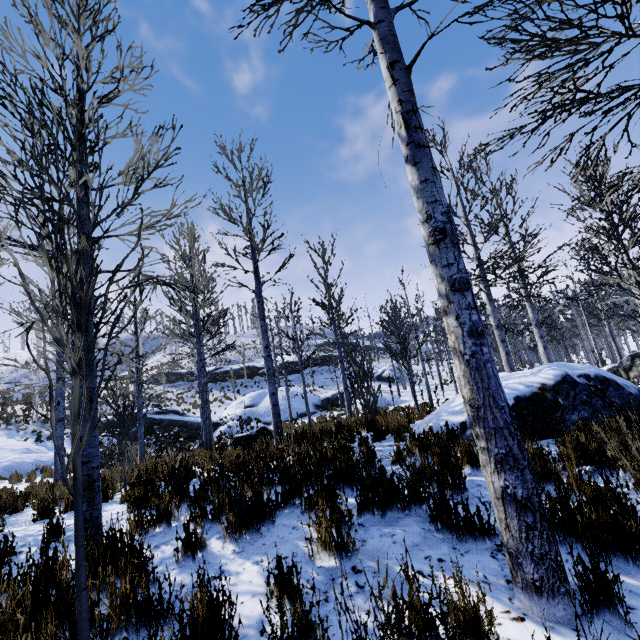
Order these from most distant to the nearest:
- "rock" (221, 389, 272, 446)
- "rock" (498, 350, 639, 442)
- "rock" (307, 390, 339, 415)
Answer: "rock" (307, 390, 339, 415), "rock" (221, 389, 272, 446), "rock" (498, 350, 639, 442)

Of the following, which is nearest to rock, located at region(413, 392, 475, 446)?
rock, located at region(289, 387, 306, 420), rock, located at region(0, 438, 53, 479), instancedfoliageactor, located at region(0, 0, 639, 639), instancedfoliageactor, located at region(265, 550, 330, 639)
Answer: instancedfoliageactor, located at region(0, 0, 639, 639)

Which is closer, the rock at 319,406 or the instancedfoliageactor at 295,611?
the instancedfoliageactor at 295,611

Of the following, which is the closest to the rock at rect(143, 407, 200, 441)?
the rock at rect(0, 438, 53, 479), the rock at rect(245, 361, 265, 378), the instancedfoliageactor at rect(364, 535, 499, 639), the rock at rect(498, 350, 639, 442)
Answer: the rock at rect(0, 438, 53, 479)

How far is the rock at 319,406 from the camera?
26.8m

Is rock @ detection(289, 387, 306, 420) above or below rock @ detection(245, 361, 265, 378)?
below

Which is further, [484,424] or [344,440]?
[344,440]
